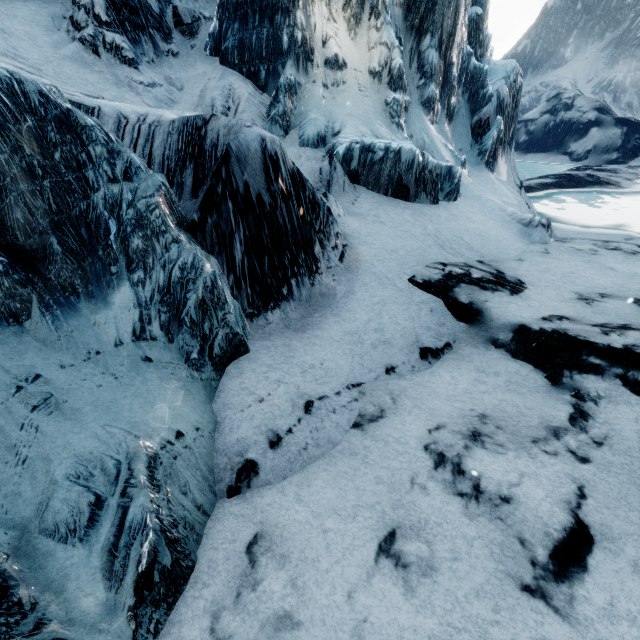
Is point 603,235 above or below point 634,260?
below
